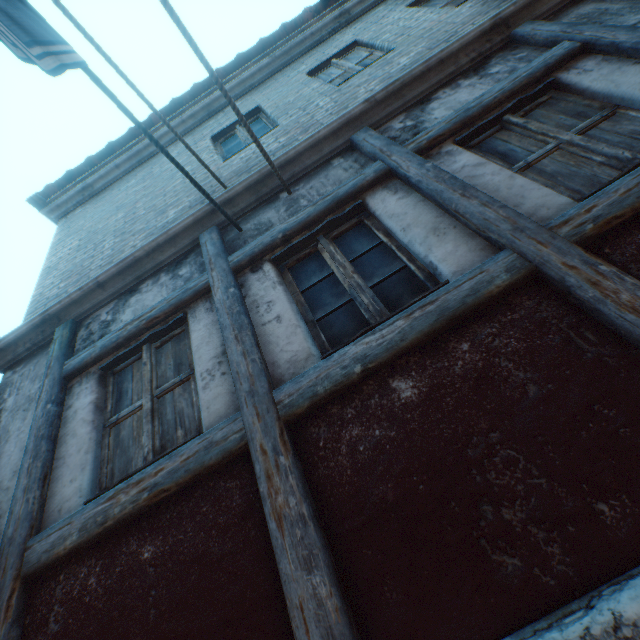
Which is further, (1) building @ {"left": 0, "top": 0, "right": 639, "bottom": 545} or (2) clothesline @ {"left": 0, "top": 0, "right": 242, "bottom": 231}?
(1) building @ {"left": 0, "top": 0, "right": 639, "bottom": 545}

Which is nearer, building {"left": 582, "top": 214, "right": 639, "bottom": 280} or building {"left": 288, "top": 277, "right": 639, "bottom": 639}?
building {"left": 288, "top": 277, "right": 639, "bottom": 639}

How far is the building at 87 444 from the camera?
2.4m

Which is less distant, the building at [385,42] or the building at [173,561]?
the building at [173,561]

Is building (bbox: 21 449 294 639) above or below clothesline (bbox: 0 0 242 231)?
below

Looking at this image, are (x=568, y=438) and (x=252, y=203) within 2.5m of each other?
no

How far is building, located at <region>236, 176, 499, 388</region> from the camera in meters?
2.2 m

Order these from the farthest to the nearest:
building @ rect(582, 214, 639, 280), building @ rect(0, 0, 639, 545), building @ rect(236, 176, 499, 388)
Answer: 1. building @ rect(0, 0, 639, 545)
2. building @ rect(236, 176, 499, 388)
3. building @ rect(582, 214, 639, 280)
